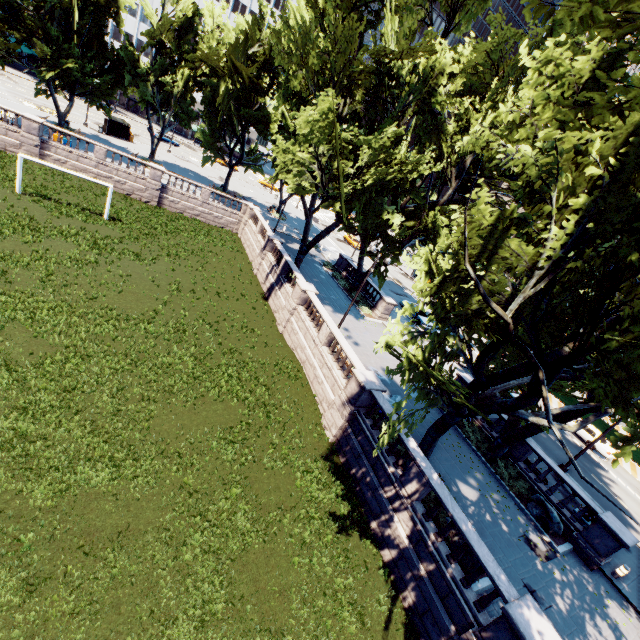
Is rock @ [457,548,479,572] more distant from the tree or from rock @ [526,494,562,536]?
rock @ [526,494,562,536]

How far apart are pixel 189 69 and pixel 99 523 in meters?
45.4

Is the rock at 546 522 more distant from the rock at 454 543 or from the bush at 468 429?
the rock at 454 543

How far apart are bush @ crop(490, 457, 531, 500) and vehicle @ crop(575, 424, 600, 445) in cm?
1501

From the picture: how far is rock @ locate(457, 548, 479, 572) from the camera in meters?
11.6 m

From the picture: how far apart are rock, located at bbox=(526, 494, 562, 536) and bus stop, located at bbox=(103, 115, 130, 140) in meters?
61.3

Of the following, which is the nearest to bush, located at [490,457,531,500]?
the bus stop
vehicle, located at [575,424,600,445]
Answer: vehicle, located at [575,424,600,445]

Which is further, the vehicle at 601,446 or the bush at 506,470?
the vehicle at 601,446
